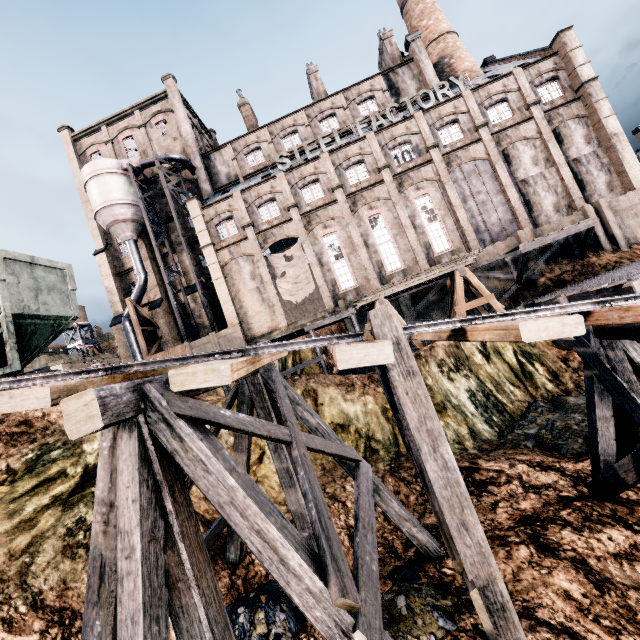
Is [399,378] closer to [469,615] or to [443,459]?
[443,459]

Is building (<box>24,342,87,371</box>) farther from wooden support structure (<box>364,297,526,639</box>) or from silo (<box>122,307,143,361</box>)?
wooden support structure (<box>364,297,526,639</box>)

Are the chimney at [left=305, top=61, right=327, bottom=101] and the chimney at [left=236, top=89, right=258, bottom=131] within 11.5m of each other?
yes

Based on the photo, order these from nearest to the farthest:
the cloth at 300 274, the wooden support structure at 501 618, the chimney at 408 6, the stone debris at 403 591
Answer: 1. the wooden support structure at 501 618
2. the stone debris at 403 591
3. the cloth at 300 274
4. the chimney at 408 6

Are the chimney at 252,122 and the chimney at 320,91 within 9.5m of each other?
yes

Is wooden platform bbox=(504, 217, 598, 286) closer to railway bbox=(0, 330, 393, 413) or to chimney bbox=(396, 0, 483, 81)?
railway bbox=(0, 330, 393, 413)

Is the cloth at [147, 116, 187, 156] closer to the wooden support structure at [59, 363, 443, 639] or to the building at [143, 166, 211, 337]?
the building at [143, 166, 211, 337]

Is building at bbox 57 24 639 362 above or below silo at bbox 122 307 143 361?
below
